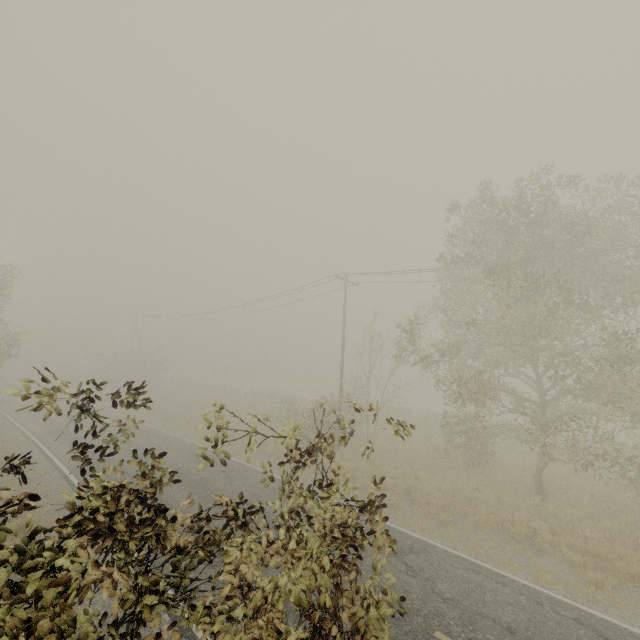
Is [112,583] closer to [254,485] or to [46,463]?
[254,485]
